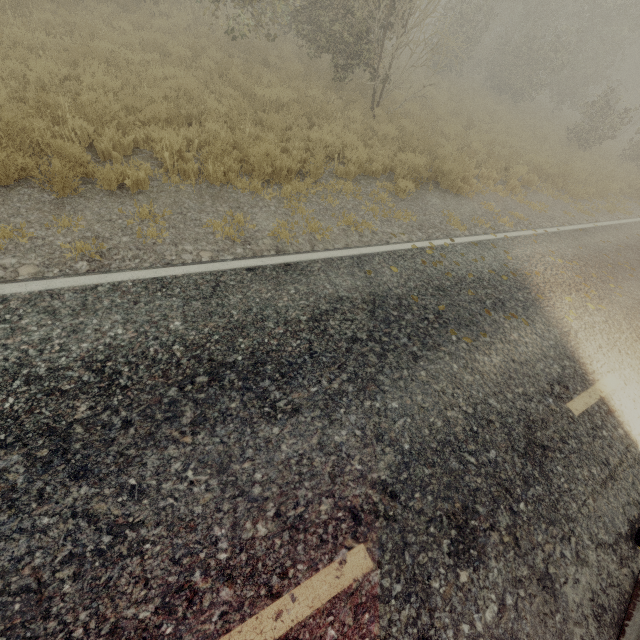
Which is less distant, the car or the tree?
the car

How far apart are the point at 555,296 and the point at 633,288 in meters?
3.1

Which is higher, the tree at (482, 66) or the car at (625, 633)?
the tree at (482, 66)

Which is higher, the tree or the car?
the tree

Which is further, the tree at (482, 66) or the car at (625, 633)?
the tree at (482, 66)
